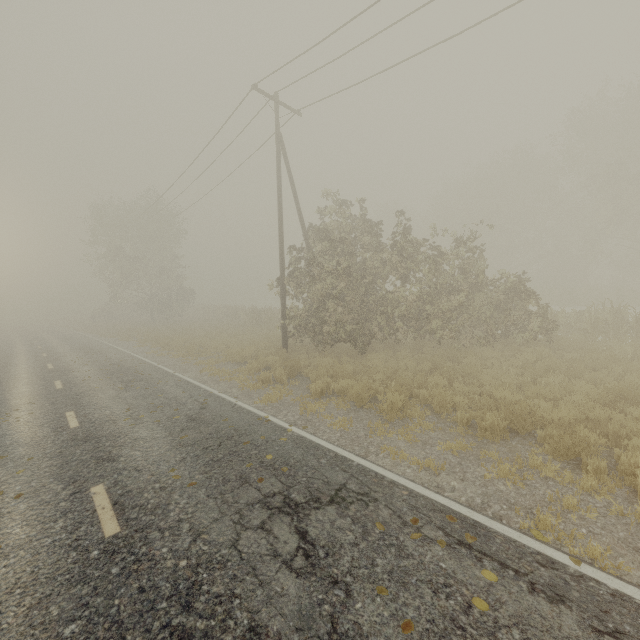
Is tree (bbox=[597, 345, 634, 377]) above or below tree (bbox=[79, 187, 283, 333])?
below

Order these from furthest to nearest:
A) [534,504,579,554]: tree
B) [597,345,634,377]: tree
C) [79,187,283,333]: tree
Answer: [79,187,283,333]: tree → [597,345,634,377]: tree → [534,504,579,554]: tree

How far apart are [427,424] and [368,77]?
13.0m

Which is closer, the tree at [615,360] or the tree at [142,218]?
the tree at [615,360]

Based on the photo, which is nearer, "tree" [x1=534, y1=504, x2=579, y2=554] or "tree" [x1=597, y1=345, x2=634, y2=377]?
"tree" [x1=534, y1=504, x2=579, y2=554]

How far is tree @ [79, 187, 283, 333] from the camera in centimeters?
3155cm

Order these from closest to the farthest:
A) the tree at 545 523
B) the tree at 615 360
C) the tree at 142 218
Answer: the tree at 545 523 < the tree at 615 360 < the tree at 142 218
